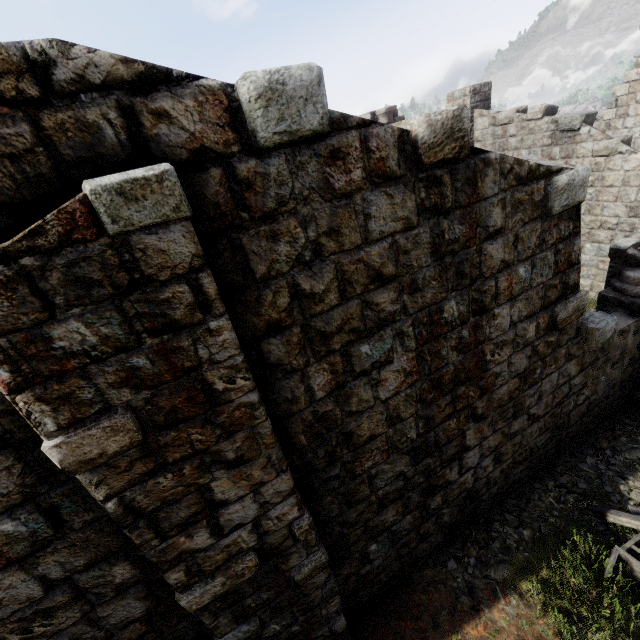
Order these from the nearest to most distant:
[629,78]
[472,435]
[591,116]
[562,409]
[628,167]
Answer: [472,435] < [562,409] < [628,167] < [591,116] < [629,78]

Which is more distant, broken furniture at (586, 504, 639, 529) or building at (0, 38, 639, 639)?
broken furniture at (586, 504, 639, 529)

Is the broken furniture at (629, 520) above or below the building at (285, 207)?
below

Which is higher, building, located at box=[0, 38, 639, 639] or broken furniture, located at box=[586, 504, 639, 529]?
building, located at box=[0, 38, 639, 639]

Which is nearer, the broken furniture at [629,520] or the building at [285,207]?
the building at [285,207]
